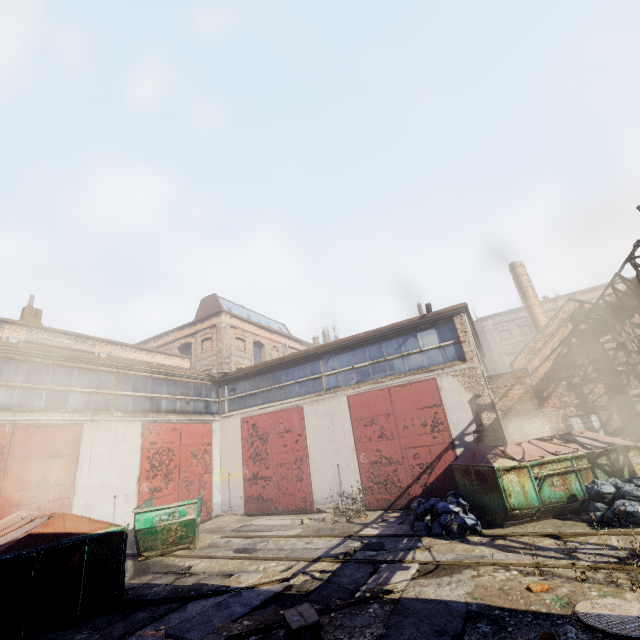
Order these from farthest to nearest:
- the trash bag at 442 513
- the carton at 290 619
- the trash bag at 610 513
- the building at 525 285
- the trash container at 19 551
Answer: the building at 525 285 → the trash bag at 442 513 → the trash bag at 610 513 → the trash container at 19 551 → the carton at 290 619

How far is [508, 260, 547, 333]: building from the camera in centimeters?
2162cm

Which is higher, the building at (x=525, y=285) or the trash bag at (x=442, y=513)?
the building at (x=525, y=285)

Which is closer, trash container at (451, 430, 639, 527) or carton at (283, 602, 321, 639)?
carton at (283, 602, 321, 639)

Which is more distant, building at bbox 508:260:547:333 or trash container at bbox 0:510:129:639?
building at bbox 508:260:547:333

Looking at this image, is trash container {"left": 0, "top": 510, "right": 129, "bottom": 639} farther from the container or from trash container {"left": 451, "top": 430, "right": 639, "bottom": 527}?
trash container {"left": 451, "top": 430, "right": 639, "bottom": 527}

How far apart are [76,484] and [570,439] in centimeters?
1576cm

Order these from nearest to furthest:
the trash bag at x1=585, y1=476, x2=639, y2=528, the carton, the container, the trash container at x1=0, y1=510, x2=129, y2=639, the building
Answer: the carton, the trash container at x1=0, y1=510, x2=129, y2=639, the trash bag at x1=585, y1=476, x2=639, y2=528, the container, the building
